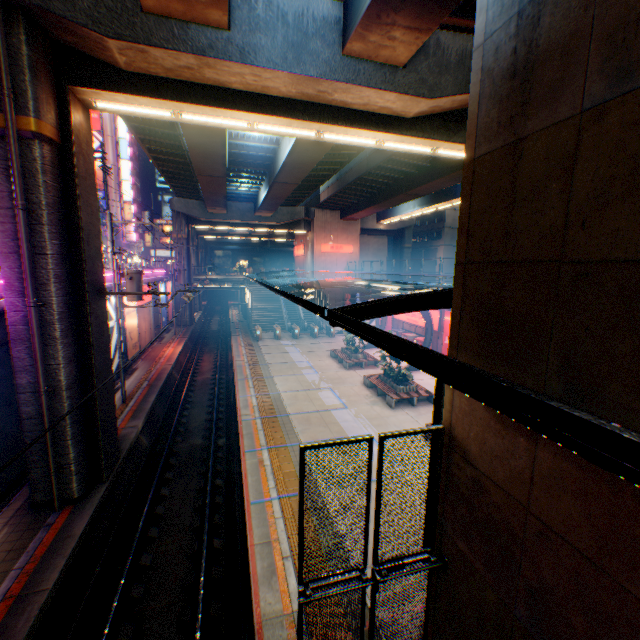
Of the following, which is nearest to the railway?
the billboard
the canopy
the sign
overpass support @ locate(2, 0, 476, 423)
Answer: overpass support @ locate(2, 0, 476, 423)

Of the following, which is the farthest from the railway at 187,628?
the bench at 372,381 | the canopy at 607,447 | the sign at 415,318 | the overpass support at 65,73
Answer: the sign at 415,318

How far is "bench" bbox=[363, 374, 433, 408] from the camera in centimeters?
1755cm

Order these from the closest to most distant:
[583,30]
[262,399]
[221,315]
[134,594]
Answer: [583,30], [134,594], [262,399], [221,315]

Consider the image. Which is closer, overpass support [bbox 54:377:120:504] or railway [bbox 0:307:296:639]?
railway [bbox 0:307:296:639]

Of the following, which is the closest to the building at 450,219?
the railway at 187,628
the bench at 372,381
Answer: the railway at 187,628

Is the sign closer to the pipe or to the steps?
the steps

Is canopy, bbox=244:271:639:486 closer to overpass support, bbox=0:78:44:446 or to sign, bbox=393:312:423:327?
sign, bbox=393:312:423:327
